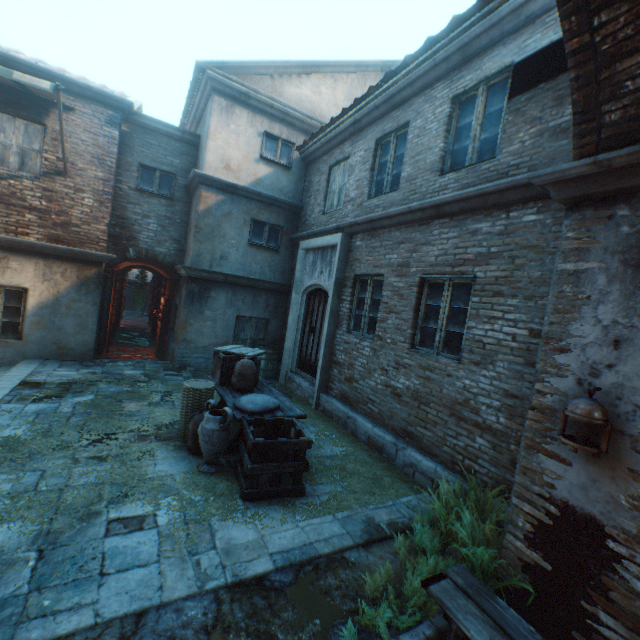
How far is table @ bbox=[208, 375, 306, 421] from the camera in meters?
4.7

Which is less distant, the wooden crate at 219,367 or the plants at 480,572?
the plants at 480,572

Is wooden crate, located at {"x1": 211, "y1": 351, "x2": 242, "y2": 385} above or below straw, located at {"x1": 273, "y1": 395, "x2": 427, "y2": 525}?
above

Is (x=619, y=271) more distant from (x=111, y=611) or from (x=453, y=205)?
(x=111, y=611)

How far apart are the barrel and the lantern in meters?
7.7 m

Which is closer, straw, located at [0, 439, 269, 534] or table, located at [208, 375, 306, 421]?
straw, located at [0, 439, 269, 534]

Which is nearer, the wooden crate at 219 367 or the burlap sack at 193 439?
the burlap sack at 193 439

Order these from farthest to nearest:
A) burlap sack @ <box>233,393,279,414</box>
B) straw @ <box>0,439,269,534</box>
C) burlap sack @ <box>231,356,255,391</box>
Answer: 1. burlap sack @ <box>231,356,255,391</box>
2. burlap sack @ <box>233,393,279,414</box>
3. straw @ <box>0,439,269,534</box>
